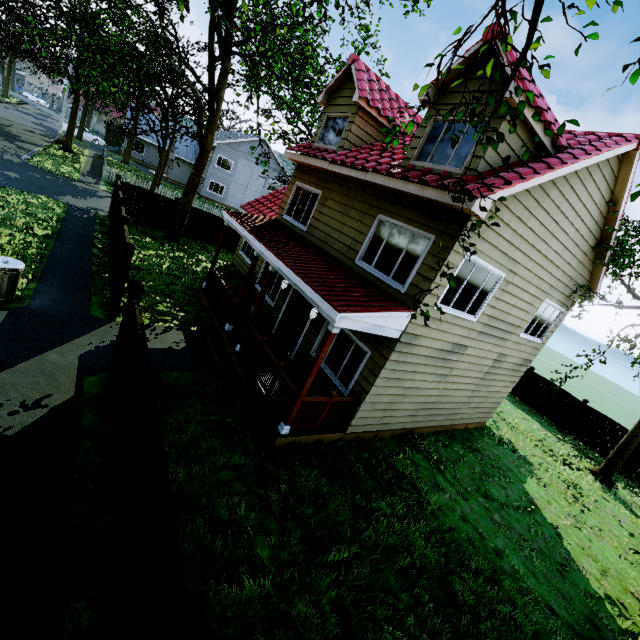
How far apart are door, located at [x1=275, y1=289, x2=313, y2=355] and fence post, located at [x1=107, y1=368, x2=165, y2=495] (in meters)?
5.90

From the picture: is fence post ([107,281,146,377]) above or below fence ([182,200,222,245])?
above

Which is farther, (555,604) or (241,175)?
(241,175)

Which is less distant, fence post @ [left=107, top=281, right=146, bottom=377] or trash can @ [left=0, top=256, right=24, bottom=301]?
fence post @ [left=107, top=281, right=146, bottom=377]

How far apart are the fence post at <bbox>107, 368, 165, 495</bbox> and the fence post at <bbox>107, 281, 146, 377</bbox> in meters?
2.6

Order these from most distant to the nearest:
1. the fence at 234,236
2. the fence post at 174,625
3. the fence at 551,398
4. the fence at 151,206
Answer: the fence at 234,236, the fence at 551,398, the fence at 151,206, the fence post at 174,625

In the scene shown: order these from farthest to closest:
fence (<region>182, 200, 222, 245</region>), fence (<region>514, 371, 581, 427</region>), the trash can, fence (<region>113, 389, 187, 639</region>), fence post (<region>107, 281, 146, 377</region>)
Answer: fence (<region>182, 200, 222, 245</region>)
fence (<region>514, 371, 581, 427</region>)
the trash can
fence post (<region>107, 281, 146, 377</region>)
fence (<region>113, 389, 187, 639</region>)

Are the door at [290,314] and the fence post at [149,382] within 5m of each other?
no
